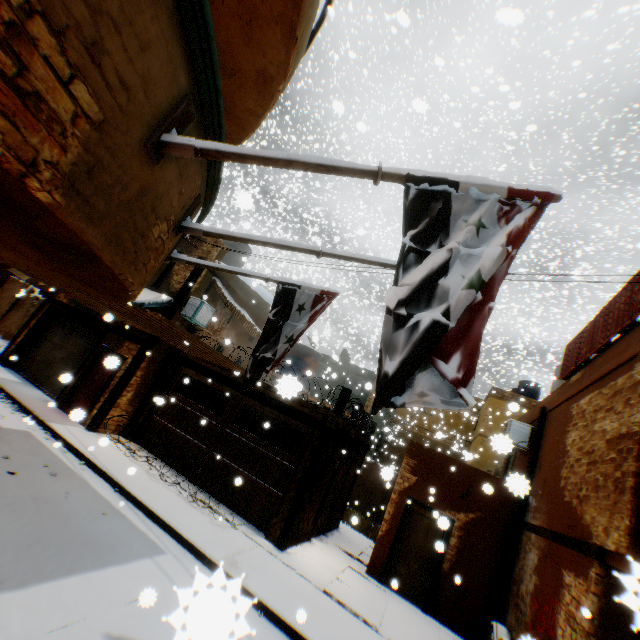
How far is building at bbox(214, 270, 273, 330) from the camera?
13.45m

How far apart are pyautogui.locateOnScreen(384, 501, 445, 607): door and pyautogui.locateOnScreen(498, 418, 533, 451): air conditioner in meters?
2.4 m

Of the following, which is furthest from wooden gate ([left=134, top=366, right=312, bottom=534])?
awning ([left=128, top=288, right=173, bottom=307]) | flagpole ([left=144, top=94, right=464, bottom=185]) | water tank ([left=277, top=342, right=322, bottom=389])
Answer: awning ([left=128, top=288, right=173, bottom=307])

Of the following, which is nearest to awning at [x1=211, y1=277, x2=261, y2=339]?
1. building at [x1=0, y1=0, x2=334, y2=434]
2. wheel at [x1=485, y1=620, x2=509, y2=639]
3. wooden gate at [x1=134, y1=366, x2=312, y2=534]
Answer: building at [x1=0, y1=0, x2=334, y2=434]

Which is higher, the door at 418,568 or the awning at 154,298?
the awning at 154,298

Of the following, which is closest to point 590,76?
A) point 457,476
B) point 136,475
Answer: point 457,476

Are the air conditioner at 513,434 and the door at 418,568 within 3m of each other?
yes

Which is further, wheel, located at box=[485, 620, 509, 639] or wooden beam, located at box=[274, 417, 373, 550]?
wooden beam, located at box=[274, 417, 373, 550]
